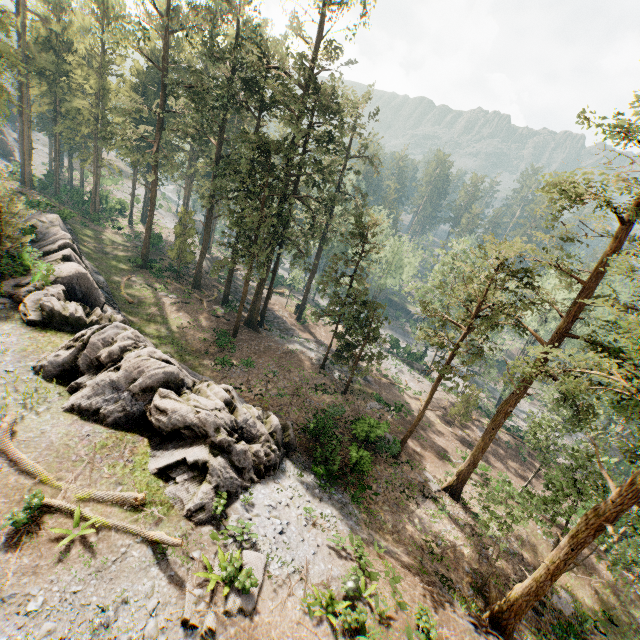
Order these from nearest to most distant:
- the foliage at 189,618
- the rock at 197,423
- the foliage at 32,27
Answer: the foliage at 189,618 < the rock at 197,423 < the foliage at 32,27

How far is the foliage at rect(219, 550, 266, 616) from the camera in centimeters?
1048cm

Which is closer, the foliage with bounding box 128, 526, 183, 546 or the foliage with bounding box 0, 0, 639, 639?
the foliage with bounding box 128, 526, 183, 546

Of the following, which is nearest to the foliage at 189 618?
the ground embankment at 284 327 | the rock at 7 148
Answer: the ground embankment at 284 327

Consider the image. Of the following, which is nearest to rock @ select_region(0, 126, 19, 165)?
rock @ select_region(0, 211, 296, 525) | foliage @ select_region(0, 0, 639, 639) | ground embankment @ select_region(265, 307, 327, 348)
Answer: foliage @ select_region(0, 0, 639, 639)

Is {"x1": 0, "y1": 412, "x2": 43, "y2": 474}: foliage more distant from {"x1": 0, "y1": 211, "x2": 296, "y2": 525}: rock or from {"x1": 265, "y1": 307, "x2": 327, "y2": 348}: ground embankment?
{"x1": 0, "y1": 211, "x2": 296, "y2": 525}: rock

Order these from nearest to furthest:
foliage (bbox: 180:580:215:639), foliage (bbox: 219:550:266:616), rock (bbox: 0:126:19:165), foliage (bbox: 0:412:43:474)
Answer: foliage (bbox: 180:580:215:639), foliage (bbox: 219:550:266:616), foliage (bbox: 0:412:43:474), rock (bbox: 0:126:19:165)

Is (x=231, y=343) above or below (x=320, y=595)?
below
